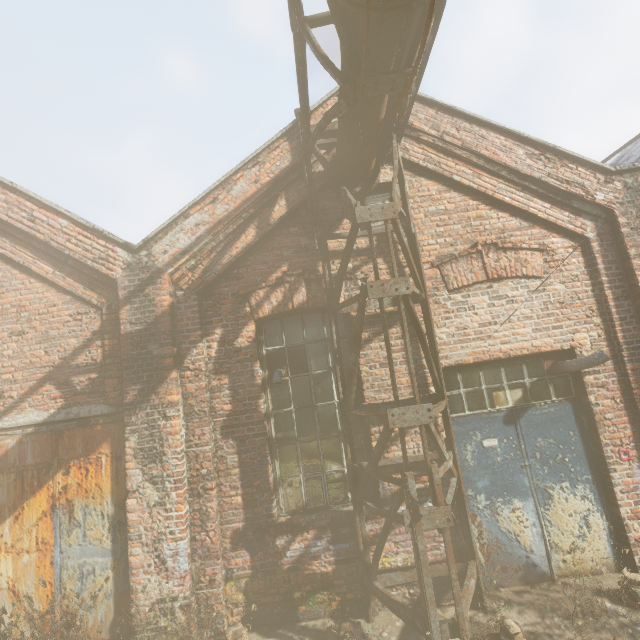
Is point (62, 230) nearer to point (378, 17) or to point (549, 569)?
point (378, 17)

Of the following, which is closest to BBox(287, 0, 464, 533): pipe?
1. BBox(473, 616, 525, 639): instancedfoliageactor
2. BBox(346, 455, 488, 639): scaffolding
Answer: BBox(346, 455, 488, 639): scaffolding

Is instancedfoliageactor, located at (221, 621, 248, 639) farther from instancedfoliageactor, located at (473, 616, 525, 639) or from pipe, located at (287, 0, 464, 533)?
instancedfoliageactor, located at (473, 616, 525, 639)

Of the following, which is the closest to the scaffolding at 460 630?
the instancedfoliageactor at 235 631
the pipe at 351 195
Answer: the pipe at 351 195

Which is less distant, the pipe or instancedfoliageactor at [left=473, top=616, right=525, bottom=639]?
the pipe

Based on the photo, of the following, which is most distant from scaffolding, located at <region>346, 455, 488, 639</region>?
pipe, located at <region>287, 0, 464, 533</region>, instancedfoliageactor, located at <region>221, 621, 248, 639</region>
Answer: instancedfoliageactor, located at <region>221, 621, 248, 639</region>

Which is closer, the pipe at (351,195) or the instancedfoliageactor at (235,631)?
the pipe at (351,195)

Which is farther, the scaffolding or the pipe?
the scaffolding
